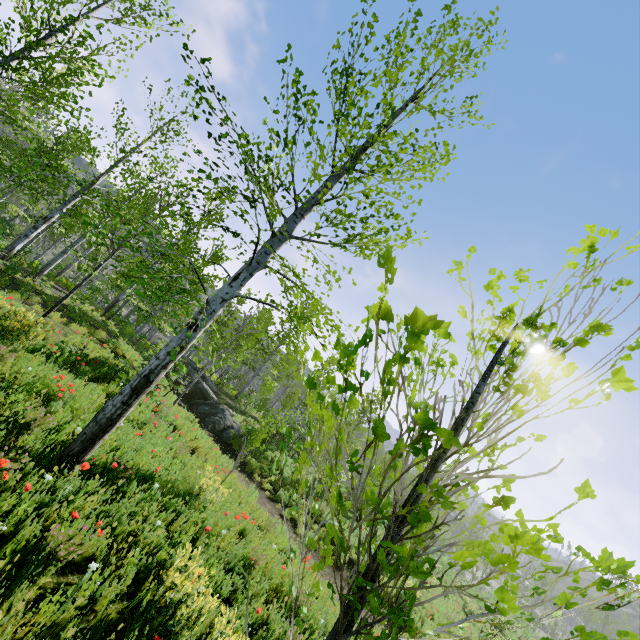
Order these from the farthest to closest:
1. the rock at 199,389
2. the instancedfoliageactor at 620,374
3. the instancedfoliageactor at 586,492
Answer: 1. the rock at 199,389
2. the instancedfoliageactor at 586,492
3. the instancedfoliageactor at 620,374

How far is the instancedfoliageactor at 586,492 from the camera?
1.7 meters

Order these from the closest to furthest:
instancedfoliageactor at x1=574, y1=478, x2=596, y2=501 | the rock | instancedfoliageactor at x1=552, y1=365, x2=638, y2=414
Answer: instancedfoliageactor at x1=552, y1=365, x2=638, y2=414, instancedfoliageactor at x1=574, y1=478, x2=596, y2=501, the rock

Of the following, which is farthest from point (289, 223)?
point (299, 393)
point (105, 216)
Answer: point (299, 393)

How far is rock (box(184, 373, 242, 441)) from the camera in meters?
16.0

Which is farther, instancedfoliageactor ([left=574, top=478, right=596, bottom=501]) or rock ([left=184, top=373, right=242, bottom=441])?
rock ([left=184, top=373, right=242, bottom=441])

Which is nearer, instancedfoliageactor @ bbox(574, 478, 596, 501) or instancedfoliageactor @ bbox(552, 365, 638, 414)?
instancedfoliageactor @ bbox(552, 365, 638, 414)

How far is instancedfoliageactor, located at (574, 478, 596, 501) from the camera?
1.71m
